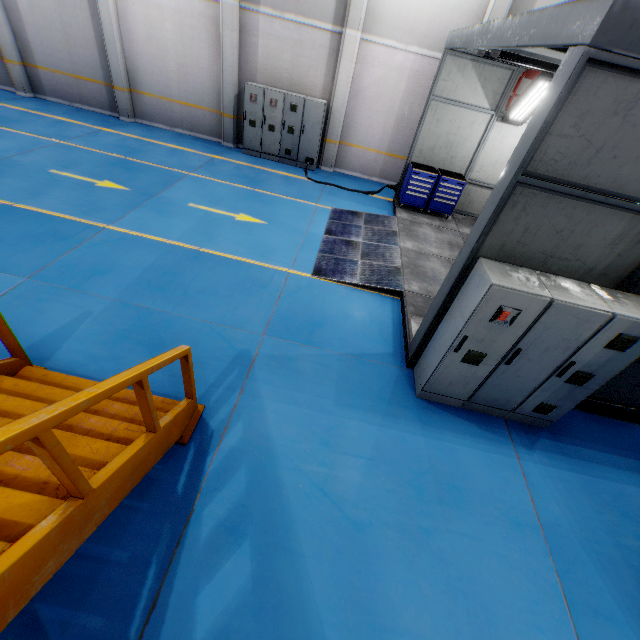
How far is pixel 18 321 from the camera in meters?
4.6

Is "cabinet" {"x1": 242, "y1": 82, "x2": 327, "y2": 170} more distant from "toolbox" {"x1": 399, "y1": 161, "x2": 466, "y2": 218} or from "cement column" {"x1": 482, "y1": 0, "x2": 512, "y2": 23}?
"cement column" {"x1": 482, "y1": 0, "x2": 512, "y2": 23}

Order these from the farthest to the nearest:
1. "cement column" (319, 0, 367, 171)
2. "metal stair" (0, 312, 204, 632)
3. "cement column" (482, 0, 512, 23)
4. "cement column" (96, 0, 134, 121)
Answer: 1. "cement column" (96, 0, 134, 121)
2. "cement column" (319, 0, 367, 171)
3. "cement column" (482, 0, 512, 23)
4. "metal stair" (0, 312, 204, 632)

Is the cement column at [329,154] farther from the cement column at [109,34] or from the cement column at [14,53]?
the cement column at [14,53]

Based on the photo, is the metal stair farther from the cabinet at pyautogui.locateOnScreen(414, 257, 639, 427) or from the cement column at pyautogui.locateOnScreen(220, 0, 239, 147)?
the cement column at pyautogui.locateOnScreen(220, 0, 239, 147)

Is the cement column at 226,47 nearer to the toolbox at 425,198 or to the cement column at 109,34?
the cement column at 109,34

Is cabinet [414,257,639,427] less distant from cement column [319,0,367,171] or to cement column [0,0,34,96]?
cement column [319,0,367,171]

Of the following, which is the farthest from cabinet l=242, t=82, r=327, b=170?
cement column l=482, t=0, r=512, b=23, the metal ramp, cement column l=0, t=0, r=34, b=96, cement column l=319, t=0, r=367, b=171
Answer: cement column l=0, t=0, r=34, b=96
